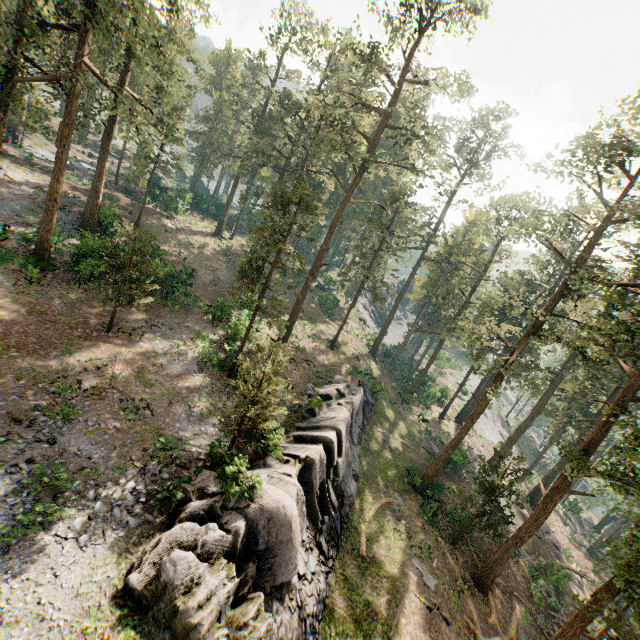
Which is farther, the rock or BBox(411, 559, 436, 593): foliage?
BBox(411, 559, 436, 593): foliage

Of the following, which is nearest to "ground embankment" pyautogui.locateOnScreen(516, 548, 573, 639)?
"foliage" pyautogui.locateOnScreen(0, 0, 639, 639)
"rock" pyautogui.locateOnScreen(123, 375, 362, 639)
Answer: "foliage" pyautogui.locateOnScreen(0, 0, 639, 639)

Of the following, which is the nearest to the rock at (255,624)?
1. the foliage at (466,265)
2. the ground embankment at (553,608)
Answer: the foliage at (466,265)

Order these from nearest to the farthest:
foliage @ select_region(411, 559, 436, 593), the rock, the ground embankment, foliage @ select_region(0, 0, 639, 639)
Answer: the rock
foliage @ select_region(0, 0, 639, 639)
foliage @ select_region(411, 559, 436, 593)
the ground embankment

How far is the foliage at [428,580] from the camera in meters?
20.1 m

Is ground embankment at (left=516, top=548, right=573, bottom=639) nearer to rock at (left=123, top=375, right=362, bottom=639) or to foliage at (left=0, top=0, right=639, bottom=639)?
foliage at (left=0, top=0, right=639, bottom=639)

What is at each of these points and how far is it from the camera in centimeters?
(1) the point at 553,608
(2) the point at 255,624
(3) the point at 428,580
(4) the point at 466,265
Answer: (1) ground embankment, 2383cm
(2) rock, 1112cm
(3) foliage, 2050cm
(4) foliage, 4506cm
